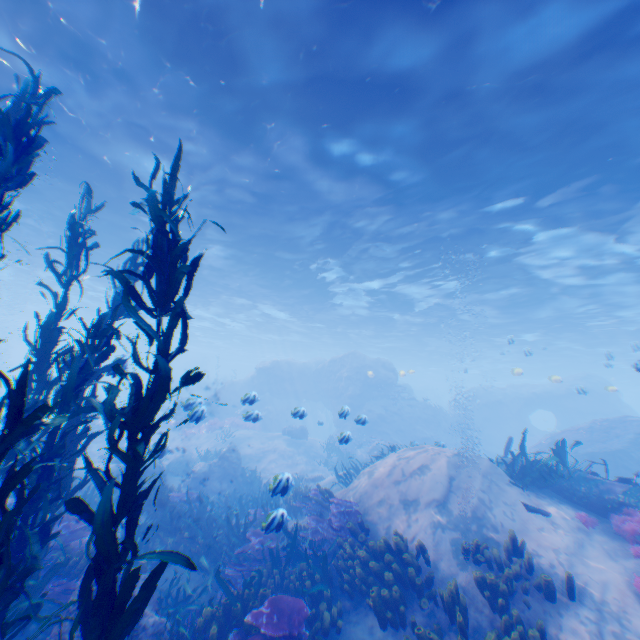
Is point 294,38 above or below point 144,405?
above

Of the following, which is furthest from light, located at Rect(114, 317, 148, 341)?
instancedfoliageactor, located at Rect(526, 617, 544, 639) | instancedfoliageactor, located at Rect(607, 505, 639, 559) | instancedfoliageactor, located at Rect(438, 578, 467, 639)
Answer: instancedfoliageactor, located at Rect(438, 578, 467, 639)

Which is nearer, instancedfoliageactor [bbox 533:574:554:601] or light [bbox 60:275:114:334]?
instancedfoliageactor [bbox 533:574:554:601]

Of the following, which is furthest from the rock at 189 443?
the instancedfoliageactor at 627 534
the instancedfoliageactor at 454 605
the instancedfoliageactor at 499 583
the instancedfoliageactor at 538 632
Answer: the instancedfoliageactor at 627 534

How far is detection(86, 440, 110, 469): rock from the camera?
15.98m

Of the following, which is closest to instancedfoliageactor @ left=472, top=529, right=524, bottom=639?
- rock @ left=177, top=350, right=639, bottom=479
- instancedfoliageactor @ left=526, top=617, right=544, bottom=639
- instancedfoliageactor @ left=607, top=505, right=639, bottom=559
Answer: instancedfoliageactor @ left=526, top=617, right=544, bottom=639

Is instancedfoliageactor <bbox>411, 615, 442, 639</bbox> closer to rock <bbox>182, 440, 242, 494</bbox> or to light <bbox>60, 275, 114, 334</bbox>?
rock <bbox>182, 440, 242, 494</bbox>

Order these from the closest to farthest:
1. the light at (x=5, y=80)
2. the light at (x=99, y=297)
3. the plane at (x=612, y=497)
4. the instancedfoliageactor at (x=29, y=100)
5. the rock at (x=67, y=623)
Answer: the instancedfoliageactor at (x=29, y=100)
the rock at (x=67, y=623)
the plane at (x=612, y=497)
the light at (x=5, y=80)
the light at (x=99, y=297)
